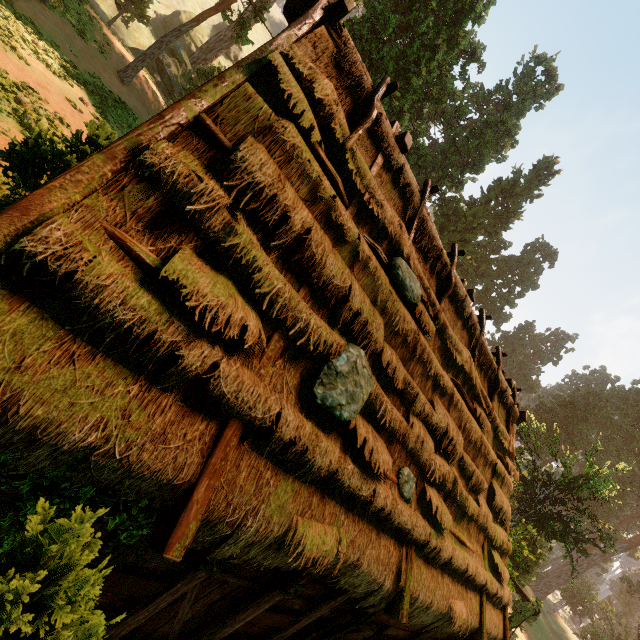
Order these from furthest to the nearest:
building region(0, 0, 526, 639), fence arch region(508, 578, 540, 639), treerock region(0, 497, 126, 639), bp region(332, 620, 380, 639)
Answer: fence arch region(508, 578, 540, 639)
bp region(332, 620, 380, 639)
building region(0, 0, 526, 639)
treerock region(0, 497, 126, 639)

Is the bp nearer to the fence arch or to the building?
the building

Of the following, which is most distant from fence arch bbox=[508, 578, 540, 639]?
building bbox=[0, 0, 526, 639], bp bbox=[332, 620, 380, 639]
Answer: bp bbox=[332, 620, 380, 639]

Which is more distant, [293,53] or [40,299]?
[293,53]

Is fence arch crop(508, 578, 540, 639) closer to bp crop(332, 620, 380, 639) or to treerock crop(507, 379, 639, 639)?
treerock crop(507, 379, 639, 639)

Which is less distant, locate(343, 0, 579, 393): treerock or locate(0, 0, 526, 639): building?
locate(0, 0, 526, 639): building

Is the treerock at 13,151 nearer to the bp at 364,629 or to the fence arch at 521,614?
the fence arch at 521,614

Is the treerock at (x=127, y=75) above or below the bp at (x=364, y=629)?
above
